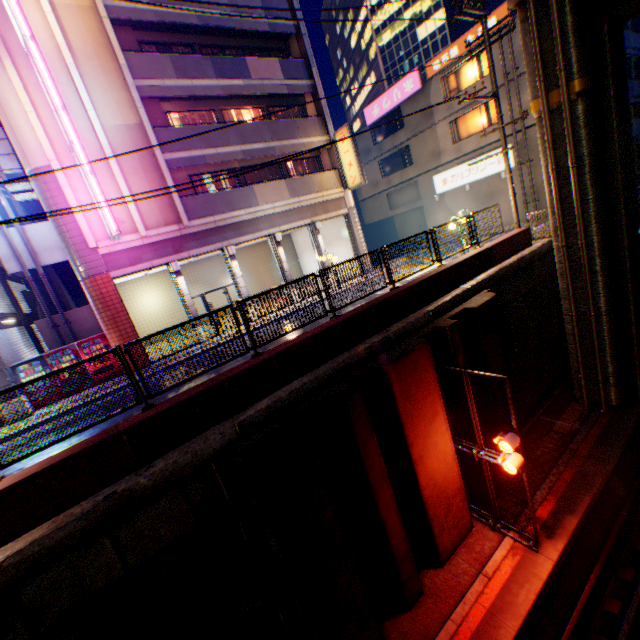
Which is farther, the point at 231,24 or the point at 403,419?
the point at 231,24

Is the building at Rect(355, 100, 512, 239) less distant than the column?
No

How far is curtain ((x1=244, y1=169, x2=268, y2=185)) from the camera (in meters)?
18.81

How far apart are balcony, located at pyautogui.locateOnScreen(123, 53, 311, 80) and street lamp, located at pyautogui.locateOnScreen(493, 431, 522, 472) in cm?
1931

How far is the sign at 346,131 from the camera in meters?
18.4

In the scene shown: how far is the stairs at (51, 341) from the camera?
16.59m

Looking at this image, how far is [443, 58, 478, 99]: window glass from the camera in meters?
21.8 m

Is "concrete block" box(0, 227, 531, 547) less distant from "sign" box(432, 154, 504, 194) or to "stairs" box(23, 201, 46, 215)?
"sign" box(432, 154, 504, 194)
